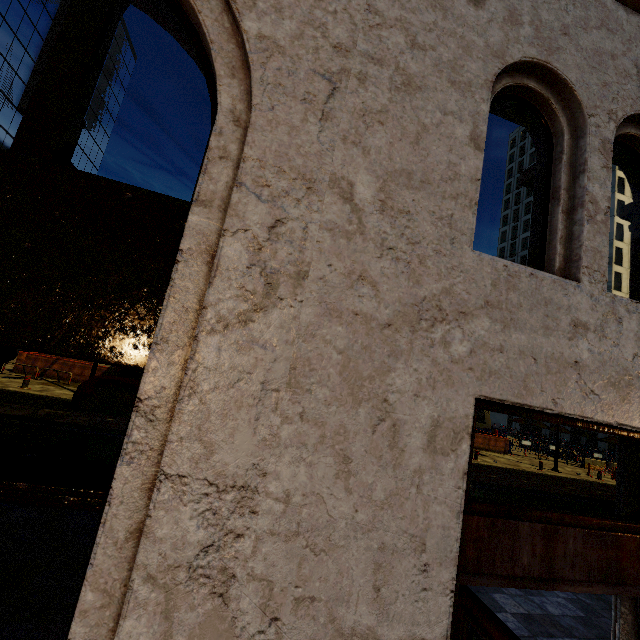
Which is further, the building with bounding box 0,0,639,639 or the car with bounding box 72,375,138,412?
the car with bounding box 72,375,138,412

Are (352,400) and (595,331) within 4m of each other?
yes

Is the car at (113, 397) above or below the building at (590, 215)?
below

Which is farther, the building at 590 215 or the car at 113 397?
the car at 113 397

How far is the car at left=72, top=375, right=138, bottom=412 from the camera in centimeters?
1315cm

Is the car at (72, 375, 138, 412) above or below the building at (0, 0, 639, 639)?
below
